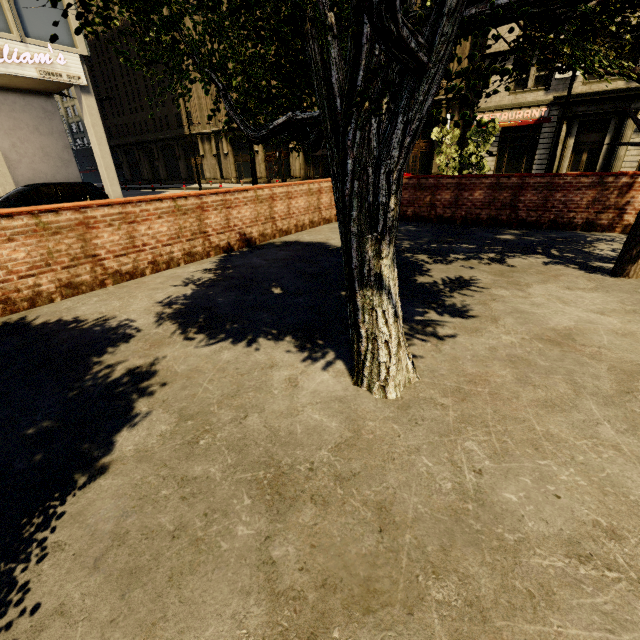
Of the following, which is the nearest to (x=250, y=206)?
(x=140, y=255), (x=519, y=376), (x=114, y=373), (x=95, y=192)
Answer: (x=140, y=255)

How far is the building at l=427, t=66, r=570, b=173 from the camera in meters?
20.7 m

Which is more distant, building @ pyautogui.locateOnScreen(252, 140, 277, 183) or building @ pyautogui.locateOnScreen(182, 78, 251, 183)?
building @ pyautogui.locateOnScreen(182, 78, 251, 183)

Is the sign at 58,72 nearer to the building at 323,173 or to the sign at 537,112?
the building at 323,173

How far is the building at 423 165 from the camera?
26.0m

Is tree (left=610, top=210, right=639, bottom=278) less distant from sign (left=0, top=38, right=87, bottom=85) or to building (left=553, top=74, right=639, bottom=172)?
building (left=553, top=74, right=639, bottom=172)

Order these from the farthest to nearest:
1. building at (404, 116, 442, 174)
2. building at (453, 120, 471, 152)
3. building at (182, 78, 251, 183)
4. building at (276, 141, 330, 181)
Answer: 1. building at (182, 78, 251, 183)
2. building at (276, 141, 330, 181)
3. building at (404, 116, 442, 174)
4. building at (453, 120, 471, 152)

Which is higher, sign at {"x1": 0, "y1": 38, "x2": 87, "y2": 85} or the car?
sign at {"x1": 0, "y1": 38, "x2": 87, "y2": 85}
